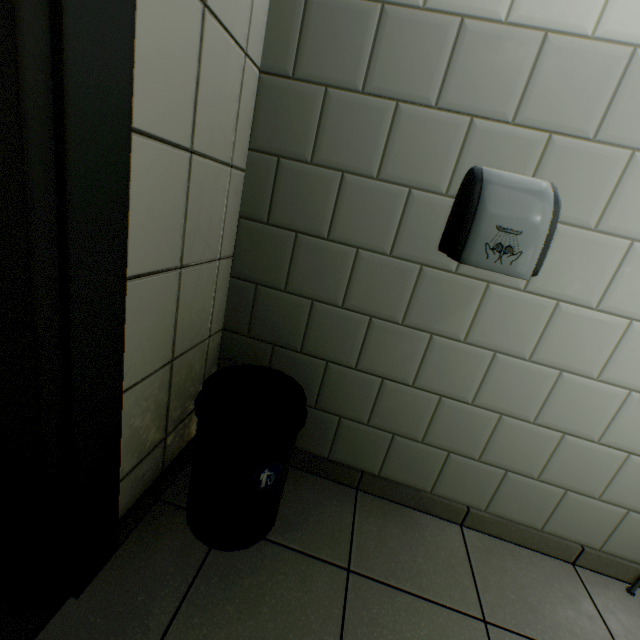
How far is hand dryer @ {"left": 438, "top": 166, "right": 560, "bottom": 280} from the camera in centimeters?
93cm

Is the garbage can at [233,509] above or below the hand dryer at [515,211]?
below

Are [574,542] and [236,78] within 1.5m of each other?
no

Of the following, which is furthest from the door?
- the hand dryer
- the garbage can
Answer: the hand dryer

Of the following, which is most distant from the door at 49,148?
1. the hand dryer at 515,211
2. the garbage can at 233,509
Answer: Result: the hand dryer at 515,211

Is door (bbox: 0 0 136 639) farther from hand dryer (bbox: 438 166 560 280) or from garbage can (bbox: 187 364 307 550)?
hand dryer (bbox: 438 166 560 280)

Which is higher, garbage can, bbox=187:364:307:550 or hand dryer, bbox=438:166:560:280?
hand dryer, bbox=438:166:560:280

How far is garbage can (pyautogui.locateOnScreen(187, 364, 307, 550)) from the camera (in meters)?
0.99
